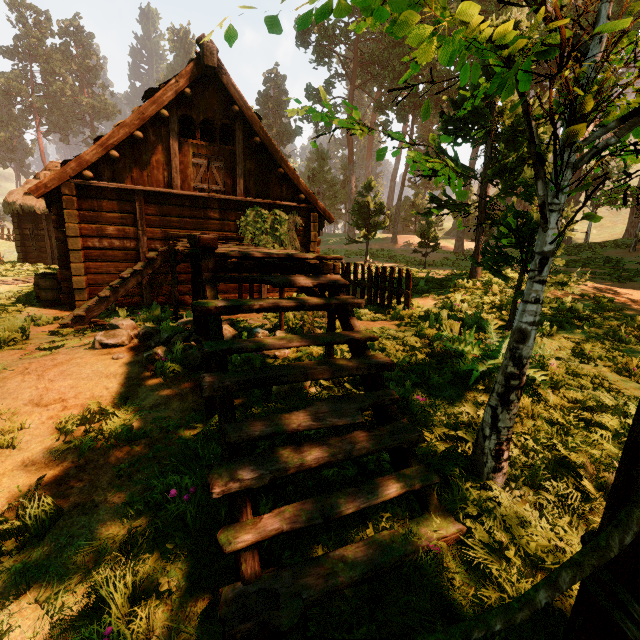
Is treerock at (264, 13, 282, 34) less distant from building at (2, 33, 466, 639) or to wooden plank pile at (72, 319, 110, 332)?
building at (2, 33, 466, 639)

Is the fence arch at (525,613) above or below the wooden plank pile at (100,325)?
above

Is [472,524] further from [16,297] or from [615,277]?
[615,277]

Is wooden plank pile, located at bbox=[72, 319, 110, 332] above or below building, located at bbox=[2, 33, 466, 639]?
below

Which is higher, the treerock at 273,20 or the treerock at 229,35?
the treerock at 273,20

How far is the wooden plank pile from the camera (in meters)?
6.93

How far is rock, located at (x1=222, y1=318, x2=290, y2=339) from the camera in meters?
5.3 m

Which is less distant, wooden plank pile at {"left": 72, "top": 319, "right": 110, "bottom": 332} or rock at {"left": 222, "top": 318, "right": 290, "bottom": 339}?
rock at {"left": 222, "top": 318, "right": 290, "bottom": 339}
